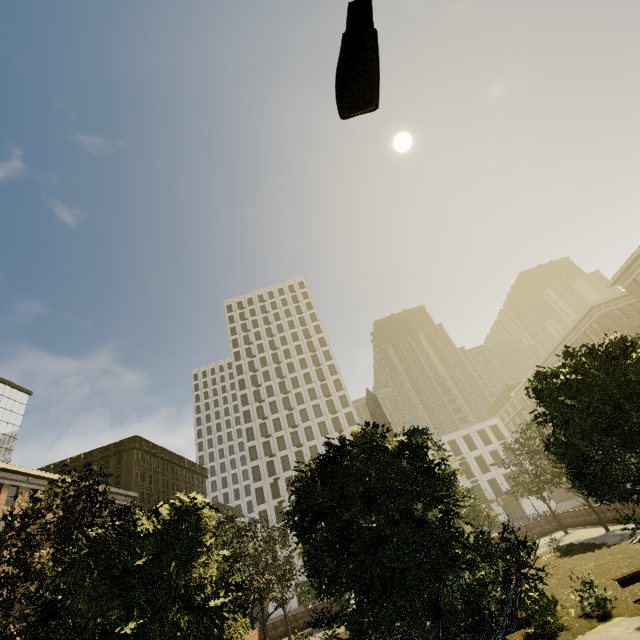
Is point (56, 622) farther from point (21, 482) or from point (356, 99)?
point (21, 482)

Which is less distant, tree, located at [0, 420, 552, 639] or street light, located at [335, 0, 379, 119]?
street light, located at [335, 0, 379, 119]

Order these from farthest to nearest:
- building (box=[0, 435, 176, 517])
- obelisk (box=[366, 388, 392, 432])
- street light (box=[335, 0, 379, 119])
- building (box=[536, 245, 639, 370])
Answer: building (box=[536, 245, 639, 370])
building (box=[0, 435, 176, 517])
obelisk (box=[366, 388, 392, 432])
street light (box=[335, 0, 379, 119])

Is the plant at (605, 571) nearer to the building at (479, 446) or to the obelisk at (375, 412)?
the obelisk at (375, 412)

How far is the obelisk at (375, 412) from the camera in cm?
2044

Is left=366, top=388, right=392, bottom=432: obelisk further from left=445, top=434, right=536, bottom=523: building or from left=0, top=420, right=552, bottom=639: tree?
left=445, top=434, right=536, bottom=523: building

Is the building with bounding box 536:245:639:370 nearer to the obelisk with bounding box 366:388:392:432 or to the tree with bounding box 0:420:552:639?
the tree with bounding box 0:420:552:639

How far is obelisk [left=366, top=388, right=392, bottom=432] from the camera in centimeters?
2044cm
